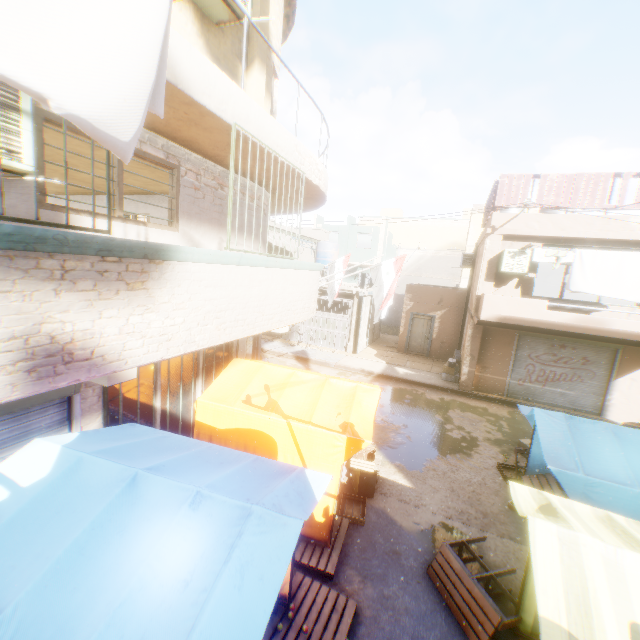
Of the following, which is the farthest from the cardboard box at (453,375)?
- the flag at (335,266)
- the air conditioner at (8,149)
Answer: the air conditioner at (8,149)

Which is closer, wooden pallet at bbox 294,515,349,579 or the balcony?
wooden pallet at bbox 294,515,349,579

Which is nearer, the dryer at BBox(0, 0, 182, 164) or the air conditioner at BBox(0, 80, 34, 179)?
the dryer at BBox(0, 0, 182, 164)

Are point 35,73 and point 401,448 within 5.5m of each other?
no

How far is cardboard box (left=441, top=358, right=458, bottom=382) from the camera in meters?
14.8

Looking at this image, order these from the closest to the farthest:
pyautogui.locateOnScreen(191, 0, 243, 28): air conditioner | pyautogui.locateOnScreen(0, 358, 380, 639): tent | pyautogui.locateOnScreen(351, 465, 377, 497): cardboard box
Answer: pyautogui.locateOnScreen(0, 358, 380, 639): tent, pyautogui.locateOnScreen(191, 0, 243, 28): air conditioner, pyautogui.locateOnScreen(351, 465, 377, 497): cardboard box

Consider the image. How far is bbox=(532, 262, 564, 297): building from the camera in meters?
20.0 m

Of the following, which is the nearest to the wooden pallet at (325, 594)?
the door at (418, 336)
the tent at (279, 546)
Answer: the tent at (279, 546)
